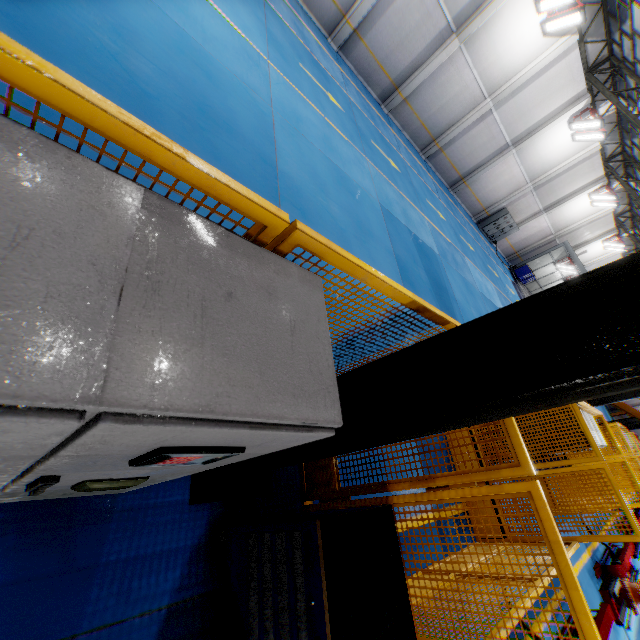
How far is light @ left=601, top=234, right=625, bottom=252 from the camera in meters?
28.2

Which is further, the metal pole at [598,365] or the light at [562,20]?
the light at [562,20]

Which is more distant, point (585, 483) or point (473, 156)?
point (473, 156)

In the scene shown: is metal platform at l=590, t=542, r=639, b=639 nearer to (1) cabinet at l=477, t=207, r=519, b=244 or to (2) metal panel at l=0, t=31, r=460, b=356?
(2) metal panel at l=0, t=31, r=460, b=356

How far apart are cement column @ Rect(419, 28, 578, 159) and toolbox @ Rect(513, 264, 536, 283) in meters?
14.5 m

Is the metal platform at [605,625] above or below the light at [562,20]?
below

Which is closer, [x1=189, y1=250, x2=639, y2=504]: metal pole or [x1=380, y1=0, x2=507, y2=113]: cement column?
[x1=189, y1=250, x2=639, y2=504]: metal pole

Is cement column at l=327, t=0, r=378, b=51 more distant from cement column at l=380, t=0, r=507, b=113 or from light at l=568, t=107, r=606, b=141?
light at l=568, t=107, r=606, b=141
